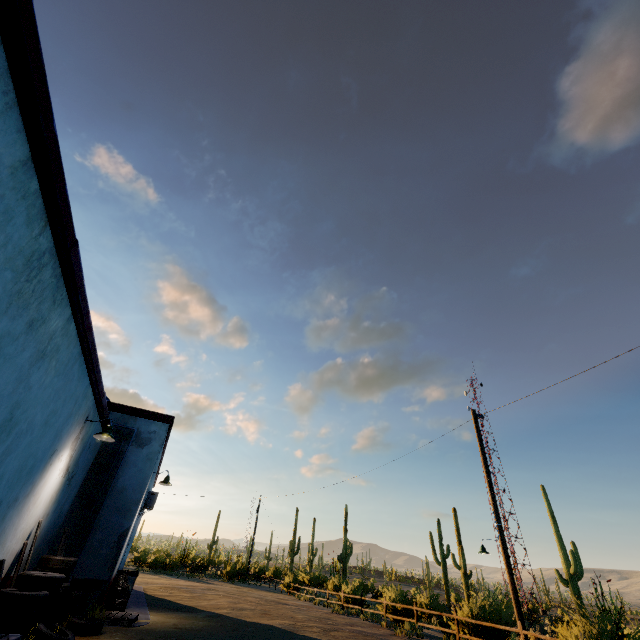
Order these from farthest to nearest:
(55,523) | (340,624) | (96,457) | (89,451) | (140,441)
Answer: (340,624)
(140,441)
(96,457)
(89,451)
(55,523)

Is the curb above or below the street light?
below

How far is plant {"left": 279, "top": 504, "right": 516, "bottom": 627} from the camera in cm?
1378

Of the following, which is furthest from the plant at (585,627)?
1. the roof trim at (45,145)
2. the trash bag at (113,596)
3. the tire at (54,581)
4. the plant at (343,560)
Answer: the tire at (54,581)

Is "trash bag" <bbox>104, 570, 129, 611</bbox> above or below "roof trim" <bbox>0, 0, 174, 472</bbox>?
below

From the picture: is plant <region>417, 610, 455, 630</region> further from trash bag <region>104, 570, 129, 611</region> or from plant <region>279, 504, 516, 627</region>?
trash bag <region>104, 570, 129, 611</region>

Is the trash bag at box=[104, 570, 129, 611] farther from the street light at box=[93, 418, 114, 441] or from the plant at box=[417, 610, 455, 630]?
the plant at box=[417, 610, 455, 630]

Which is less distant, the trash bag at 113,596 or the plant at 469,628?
the trash bag at 113,596
